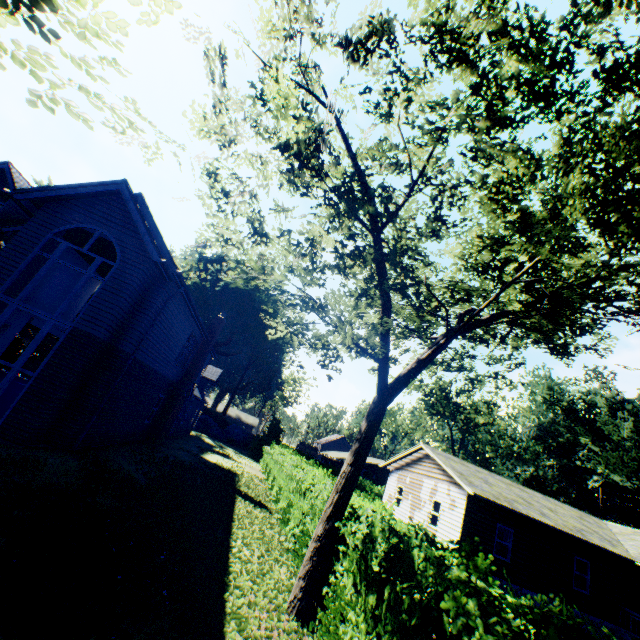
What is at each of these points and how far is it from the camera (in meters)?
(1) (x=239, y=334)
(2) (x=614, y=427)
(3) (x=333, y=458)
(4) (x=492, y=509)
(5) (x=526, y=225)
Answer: (1) plant, 53.56
(2) plant, 54.59
(3) house, 55.78
(4) house, 17.80
(5) tree, 6.74

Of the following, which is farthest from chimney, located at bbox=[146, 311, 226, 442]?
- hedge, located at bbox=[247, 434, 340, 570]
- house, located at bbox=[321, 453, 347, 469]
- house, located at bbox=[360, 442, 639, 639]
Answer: house, located at bbox=[321, 453, 347, 469]

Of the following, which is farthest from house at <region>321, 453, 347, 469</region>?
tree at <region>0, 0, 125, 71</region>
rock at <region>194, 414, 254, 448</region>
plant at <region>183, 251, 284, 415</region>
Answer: tree at <region>0, 0, 125, 71</region>

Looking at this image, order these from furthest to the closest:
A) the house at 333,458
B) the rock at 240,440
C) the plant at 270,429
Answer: the house at 333,458 < the plant at 270,429 < the rock at 240,440

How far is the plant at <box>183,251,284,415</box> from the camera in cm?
5197

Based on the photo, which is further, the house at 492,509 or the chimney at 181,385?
the chimney at 181,385

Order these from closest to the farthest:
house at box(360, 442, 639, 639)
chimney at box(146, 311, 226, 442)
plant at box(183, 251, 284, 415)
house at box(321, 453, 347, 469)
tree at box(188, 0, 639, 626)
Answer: tree at box(188, 0, 639, 626)
house at box(360, 442, 639, 639)
chimney at box(146, 311, 226, 442)
house at box(321, 453, 347, 469)
plant at box(183, 251, 284, 415)

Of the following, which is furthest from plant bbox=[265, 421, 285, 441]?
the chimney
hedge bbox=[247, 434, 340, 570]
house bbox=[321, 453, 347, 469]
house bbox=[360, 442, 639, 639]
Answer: house bbox=[360, 442, 639, 639]
